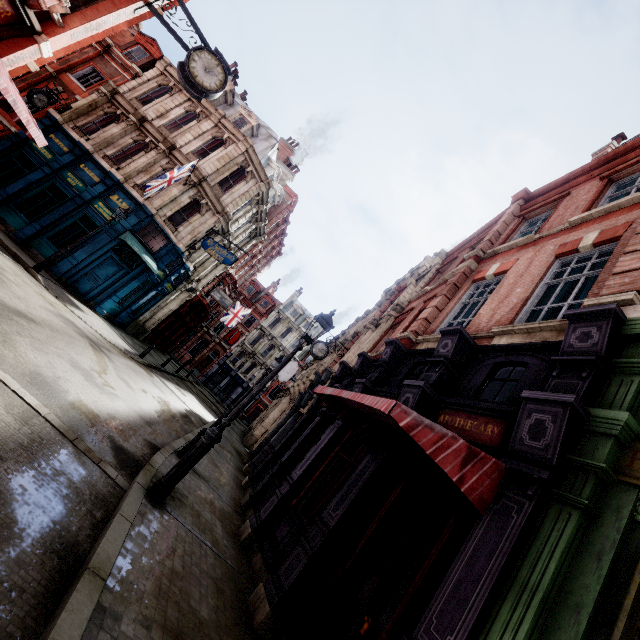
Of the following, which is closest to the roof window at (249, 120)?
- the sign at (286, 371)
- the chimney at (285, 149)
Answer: the chimney at (285, 149)

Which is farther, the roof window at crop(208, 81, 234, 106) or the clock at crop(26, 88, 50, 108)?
the roof window at crop(208, 81, 234, 106)

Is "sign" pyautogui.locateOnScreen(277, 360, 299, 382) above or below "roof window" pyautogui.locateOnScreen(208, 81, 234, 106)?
below

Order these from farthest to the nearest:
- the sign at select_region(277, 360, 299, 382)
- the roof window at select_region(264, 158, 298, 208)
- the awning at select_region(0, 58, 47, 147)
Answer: the sign at select_region(277, 360, 299, 382) < the roof window at select_region(264, 158, 298, 208) < the awning at select_region(0, 58, 47, 147)

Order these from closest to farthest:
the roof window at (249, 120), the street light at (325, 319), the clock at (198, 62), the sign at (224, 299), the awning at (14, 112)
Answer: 1. the awning at (14, 112)
2. the street light at (325, 319)
3. the clock at (198, 62)
4. the roof window at (249, 120)
5. the sign at (224, 299)

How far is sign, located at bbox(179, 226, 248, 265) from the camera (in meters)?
19.66

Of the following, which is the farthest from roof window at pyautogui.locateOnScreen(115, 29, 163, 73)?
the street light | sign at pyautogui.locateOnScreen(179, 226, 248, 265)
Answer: the street light

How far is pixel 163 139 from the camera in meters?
19.5 m
